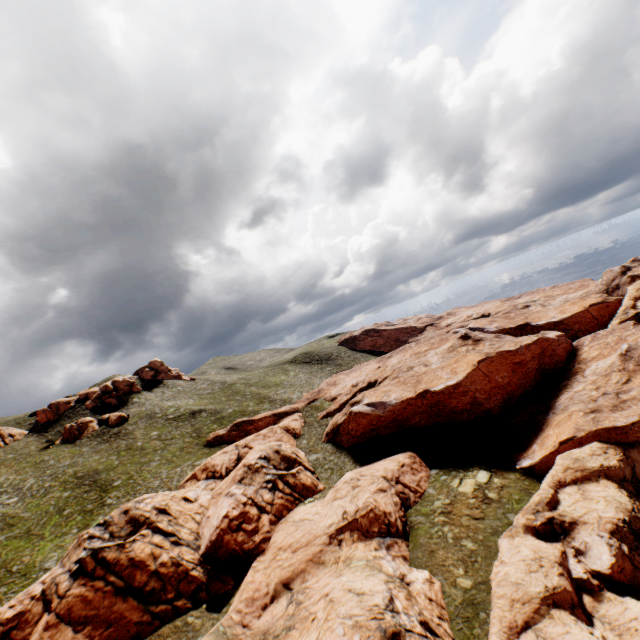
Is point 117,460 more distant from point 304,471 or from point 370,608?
point 370,608
